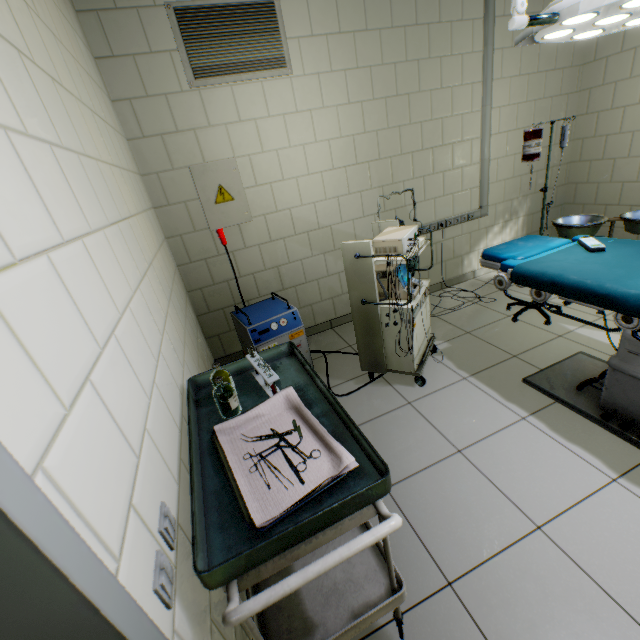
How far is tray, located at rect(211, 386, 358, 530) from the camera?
0.9m

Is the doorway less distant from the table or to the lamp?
the table

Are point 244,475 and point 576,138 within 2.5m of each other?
no

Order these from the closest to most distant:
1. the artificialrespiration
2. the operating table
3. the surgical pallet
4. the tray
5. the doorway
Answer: the doorway
the tray
the operating table
the artificialrespiration
the surgical pallet

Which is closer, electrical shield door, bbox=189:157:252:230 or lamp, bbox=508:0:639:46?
lamp, bbox=508:0:639:46

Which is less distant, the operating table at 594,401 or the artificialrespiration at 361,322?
the operating table at 594,401

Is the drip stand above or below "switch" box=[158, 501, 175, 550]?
above

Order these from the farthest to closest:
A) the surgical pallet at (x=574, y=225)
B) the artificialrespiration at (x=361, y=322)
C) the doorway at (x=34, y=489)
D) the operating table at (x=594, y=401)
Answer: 1. the surgical pallet at (x=574, y=225)
2. the artificialrespiration at (x=361, y=322)
3. the operating table at (x=594, y=401)
4. the doorway at (x=34, y=489)
